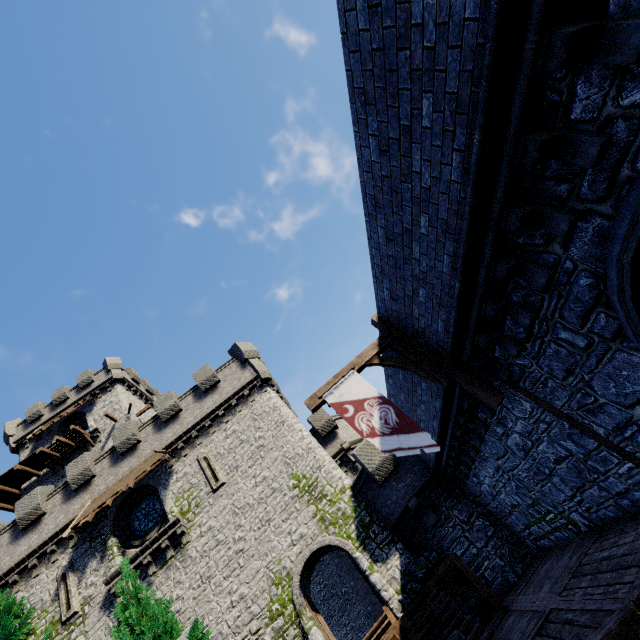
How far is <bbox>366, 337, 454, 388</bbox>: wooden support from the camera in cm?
809

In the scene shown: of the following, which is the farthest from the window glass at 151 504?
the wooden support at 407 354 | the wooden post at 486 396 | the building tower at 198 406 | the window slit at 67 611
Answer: the wooden post at 486 396

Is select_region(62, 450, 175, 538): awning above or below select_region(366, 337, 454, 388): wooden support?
above

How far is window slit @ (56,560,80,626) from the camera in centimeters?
1542cm

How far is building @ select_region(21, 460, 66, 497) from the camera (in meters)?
26.53

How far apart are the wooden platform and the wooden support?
29.9 meters

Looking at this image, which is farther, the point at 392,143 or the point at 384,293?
the point at 384,293

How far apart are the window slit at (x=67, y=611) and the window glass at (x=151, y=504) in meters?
2.6
